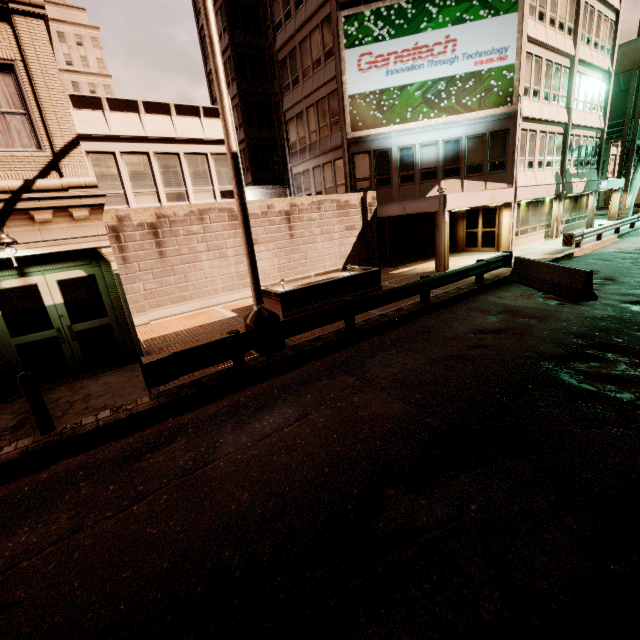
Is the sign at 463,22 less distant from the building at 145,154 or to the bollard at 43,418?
the building at 145,154

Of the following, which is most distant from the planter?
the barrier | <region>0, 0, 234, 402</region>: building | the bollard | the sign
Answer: the sign

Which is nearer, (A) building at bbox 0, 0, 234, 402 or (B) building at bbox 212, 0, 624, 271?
(A) building at bbox 0, 0, 234, 402

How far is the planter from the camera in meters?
11.6 m

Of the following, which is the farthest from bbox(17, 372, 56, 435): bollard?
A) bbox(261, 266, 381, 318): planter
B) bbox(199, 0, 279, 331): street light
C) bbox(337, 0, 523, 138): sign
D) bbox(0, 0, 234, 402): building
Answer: bbox(337, 0, 523, 138): sign

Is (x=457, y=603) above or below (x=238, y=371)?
below

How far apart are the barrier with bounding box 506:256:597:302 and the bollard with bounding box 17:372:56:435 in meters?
13.9

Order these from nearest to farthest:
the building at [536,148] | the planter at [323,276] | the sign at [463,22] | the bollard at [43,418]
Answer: the bollard at [43,418] → the planter at [323,276] → the sign at [463,22] → the building at [536,148]
